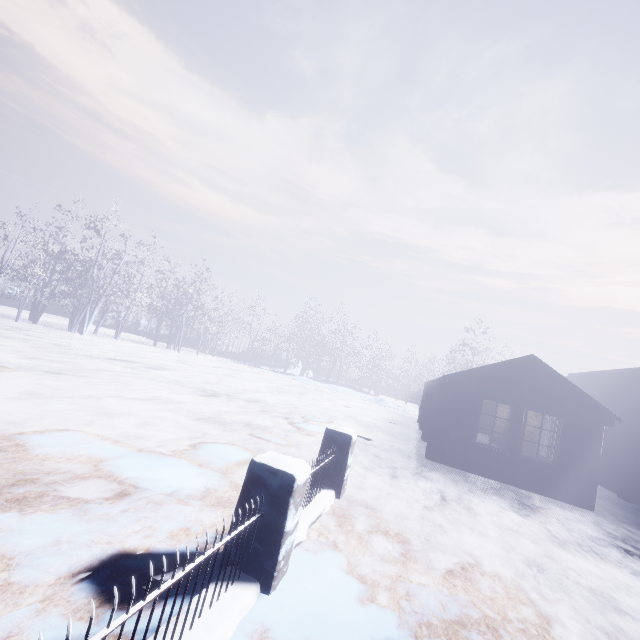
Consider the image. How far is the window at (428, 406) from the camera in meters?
12.2 m

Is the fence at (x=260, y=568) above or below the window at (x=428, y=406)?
below

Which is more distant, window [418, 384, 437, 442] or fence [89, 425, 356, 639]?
window [418, 384, 437, 442]

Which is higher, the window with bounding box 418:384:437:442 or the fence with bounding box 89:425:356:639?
the window with bounding box 418:384:437:442

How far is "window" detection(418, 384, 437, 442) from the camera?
12.2 meters

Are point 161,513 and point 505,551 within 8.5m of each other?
yes
